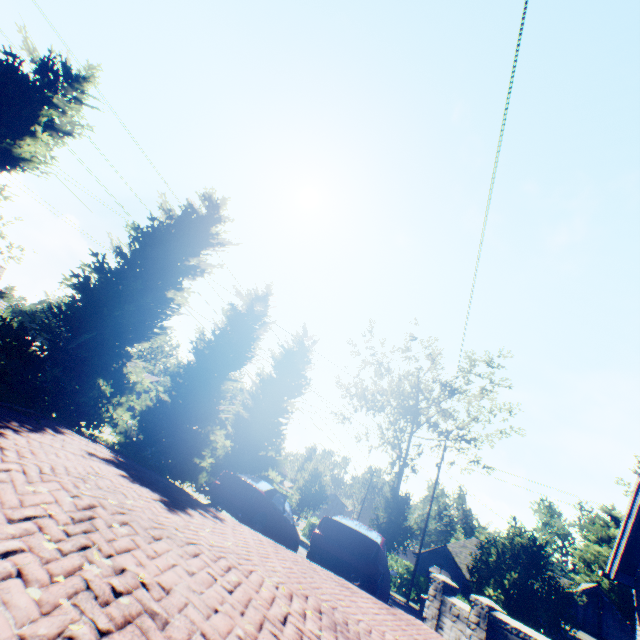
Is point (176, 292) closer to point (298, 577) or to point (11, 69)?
point (11, 69)

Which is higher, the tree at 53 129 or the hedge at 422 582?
the tree at 53 129

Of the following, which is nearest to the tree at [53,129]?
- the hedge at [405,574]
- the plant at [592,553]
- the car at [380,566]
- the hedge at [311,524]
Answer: the plant at [592,553]

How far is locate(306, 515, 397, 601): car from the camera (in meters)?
7.61

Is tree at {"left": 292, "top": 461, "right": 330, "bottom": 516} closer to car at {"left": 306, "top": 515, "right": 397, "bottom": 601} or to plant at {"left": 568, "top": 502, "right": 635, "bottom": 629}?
plant at {"left": 568, "top": 502, "right": 635, "bottom": 629}

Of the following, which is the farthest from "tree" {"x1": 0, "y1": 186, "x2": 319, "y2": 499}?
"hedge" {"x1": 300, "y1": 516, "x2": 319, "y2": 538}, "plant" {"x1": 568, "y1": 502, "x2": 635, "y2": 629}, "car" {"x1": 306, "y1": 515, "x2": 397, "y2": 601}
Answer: "car" {"x1": 306, "y1": 515, "x2": 397, "y2": 601}

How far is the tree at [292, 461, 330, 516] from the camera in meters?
29.0 m

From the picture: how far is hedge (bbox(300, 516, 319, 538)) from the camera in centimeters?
3016cm
